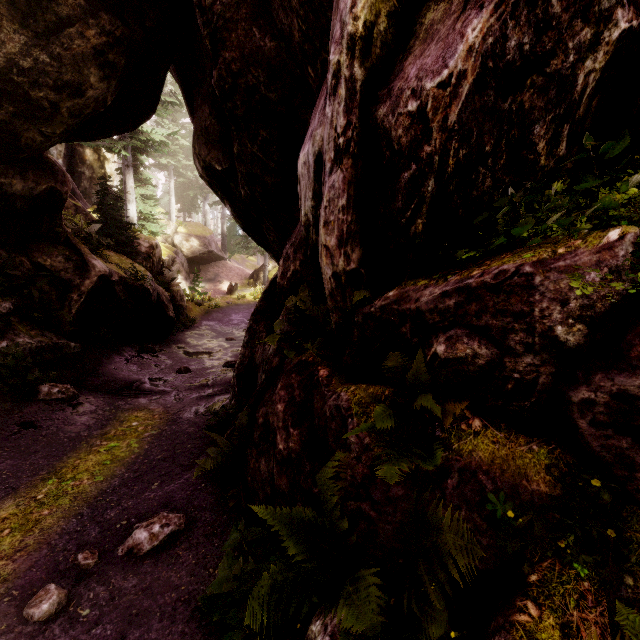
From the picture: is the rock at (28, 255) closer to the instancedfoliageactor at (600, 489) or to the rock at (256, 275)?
the instancedfoliageactor at (600, 489)

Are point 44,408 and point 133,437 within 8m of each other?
yes

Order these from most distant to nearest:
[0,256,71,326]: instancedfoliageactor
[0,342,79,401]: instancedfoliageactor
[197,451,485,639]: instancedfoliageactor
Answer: [0,256,71,326]: instancedfoliageactor
[0,342,79,401]: instancedfoliageactor
[197,451,485,639]: instancedfoliageactor

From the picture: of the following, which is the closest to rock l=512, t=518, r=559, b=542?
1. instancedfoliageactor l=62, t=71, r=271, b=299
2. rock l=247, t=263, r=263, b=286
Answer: instancedfoliageactor l=62, t=71, r=271, b=299

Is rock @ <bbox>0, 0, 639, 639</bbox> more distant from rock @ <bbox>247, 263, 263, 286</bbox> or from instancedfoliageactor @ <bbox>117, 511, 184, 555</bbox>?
rock @ <bbox>247, 263, 263, 286</bbox>

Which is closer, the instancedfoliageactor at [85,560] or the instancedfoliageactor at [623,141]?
the instancedfoliageactor at [623,141]
